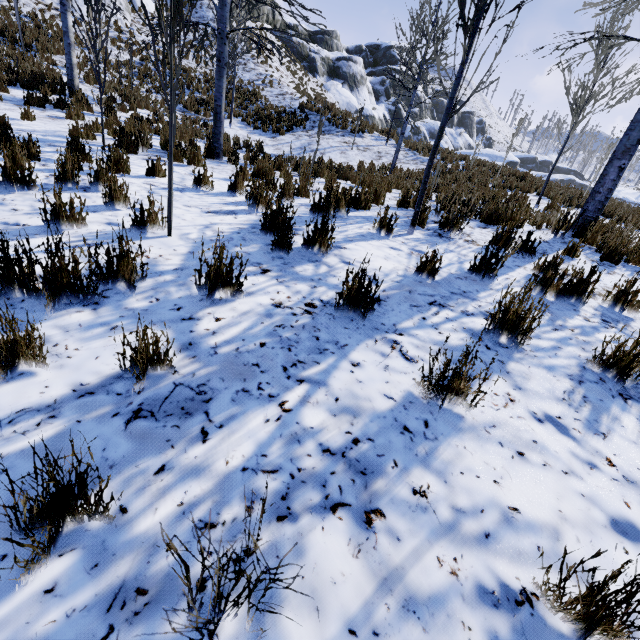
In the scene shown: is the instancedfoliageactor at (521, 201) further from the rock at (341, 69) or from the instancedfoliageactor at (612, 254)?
the rock at (341, 69)

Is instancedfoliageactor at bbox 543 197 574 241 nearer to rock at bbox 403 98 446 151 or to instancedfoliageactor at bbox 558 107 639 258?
instancedfoliageactor at bbox 558 107 639 258

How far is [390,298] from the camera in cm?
276

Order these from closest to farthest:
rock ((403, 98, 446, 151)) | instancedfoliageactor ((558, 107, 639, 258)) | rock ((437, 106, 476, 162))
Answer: instancedfoliageactor ((558, 107, 639, 258)) < rock ((437, 106, 476, 162)) < rock ((403, 98, 446, 151))

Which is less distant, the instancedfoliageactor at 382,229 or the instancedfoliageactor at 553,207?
the instancedfoliageactor at 382,229

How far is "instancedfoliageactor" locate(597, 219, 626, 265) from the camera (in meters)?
4.74

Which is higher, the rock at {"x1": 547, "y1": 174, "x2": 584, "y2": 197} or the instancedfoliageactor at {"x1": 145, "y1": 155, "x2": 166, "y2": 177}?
the rock at {"x1": 547, "y1": 174, "x2": 584, "y2": 197}
